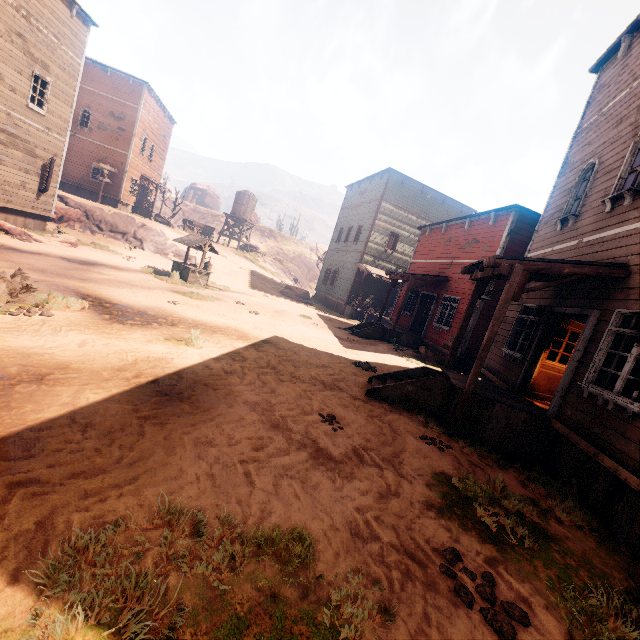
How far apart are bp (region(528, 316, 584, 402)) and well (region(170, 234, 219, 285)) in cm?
1410

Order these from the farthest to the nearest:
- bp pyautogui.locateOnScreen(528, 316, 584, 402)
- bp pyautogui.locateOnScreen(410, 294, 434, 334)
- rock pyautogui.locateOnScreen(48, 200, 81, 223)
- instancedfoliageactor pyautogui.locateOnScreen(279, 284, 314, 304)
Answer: instancedfoliageactor pyautogui.locateOnScreen(279, 284, 314, 304)
rock pyautogui.locateOnScreen(48, 200, 81, 223)
bp pyautogui.locateOnScreen(410, 294, 434, 334)
bp pyautogui.locateOnScreen(528, 316, 584, 402)

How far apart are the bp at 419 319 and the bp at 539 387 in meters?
9.1

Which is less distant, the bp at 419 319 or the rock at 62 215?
the bp at 419 319

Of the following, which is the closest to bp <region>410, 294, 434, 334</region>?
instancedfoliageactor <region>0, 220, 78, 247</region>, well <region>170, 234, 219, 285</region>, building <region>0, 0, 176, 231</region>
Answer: building <region>0, 0, 176, 231</region>

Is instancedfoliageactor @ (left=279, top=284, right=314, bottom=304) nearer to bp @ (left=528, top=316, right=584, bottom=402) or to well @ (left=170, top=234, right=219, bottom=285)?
well @ (left=170, top=234, right=219, bottom=285)

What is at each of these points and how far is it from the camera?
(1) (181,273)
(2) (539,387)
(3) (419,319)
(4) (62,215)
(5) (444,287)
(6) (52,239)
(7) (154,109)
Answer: (1) well, 16.1m
(2) bp, 8.2m
(3) bp, 17.6m
(4) rock, 22.4m
(5) building, 15.6m
(6) instancedfoliageactor, 14.8m
(7) building, 30.3m

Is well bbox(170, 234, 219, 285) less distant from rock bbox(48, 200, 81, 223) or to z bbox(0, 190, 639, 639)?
z bbox(0, 190, 639, 639)
